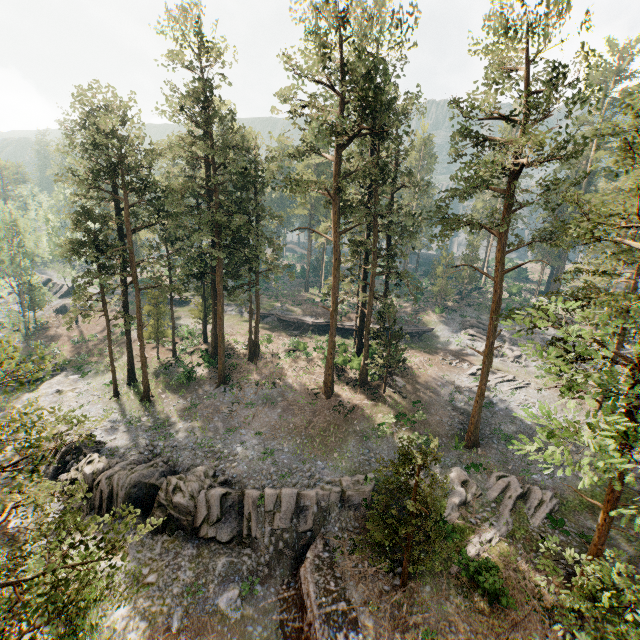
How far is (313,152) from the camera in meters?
28.2

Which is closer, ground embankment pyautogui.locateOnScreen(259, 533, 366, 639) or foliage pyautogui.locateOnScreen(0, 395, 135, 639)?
foliage pyautogui.locateOnScreen(0, 395, 135, 639)

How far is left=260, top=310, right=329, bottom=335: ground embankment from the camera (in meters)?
46.78

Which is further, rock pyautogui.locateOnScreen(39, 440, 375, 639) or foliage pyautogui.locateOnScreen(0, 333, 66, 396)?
rock pyautogui.locateOnScreen(39, 440, 375, 639)

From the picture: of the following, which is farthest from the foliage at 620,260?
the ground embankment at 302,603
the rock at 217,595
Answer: the rock at 217,595

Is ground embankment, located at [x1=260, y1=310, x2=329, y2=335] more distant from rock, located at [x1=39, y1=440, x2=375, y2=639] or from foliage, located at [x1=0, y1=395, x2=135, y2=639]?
rock, located at [x1=39, y1=440, x2=375, y2=639]

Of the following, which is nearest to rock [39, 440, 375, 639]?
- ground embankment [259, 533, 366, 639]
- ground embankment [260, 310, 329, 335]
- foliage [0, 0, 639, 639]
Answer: ground embankment [259, 533, 366, 639]

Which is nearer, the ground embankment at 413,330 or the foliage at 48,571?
the foliage at 48,571
